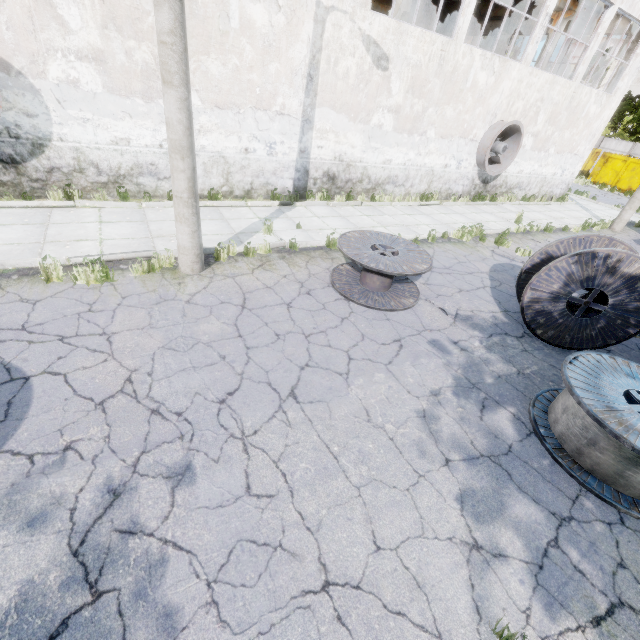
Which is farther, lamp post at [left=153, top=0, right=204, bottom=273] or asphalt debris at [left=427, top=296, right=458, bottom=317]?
asphalt debris at [left=427, top=296, right=458, bottom=317]

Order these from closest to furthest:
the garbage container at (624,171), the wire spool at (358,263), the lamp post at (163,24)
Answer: the lamp post at (163,24)
the wire spool at (358,263)
the garbage container at (624,171)

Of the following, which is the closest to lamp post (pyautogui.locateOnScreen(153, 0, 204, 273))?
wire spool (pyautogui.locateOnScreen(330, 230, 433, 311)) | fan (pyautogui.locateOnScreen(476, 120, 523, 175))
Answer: wire spool (pyautogui.locateOnScreen(330, 230, 433, 311))

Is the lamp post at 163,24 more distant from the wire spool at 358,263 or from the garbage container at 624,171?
the garbage container at 624,171

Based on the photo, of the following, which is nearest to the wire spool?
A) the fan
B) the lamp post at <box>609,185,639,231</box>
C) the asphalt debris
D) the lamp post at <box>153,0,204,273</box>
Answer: the asphalt debris

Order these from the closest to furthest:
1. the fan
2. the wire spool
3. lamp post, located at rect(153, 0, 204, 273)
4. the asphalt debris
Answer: lamp post, located at rect(153, 0, 204, 273) → the wire spool → the asphalt debris → the fan

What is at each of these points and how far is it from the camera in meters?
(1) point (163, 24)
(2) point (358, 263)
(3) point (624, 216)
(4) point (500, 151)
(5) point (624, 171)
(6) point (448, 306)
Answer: (1) lamp post, 4.3
(2) wire spool, 6.2
(3) lamp post, 15.4
(4) fan, 14.3
(5) garbage container, 27.7
(6) asphalt debris, 7.1

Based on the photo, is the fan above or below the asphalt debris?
above
